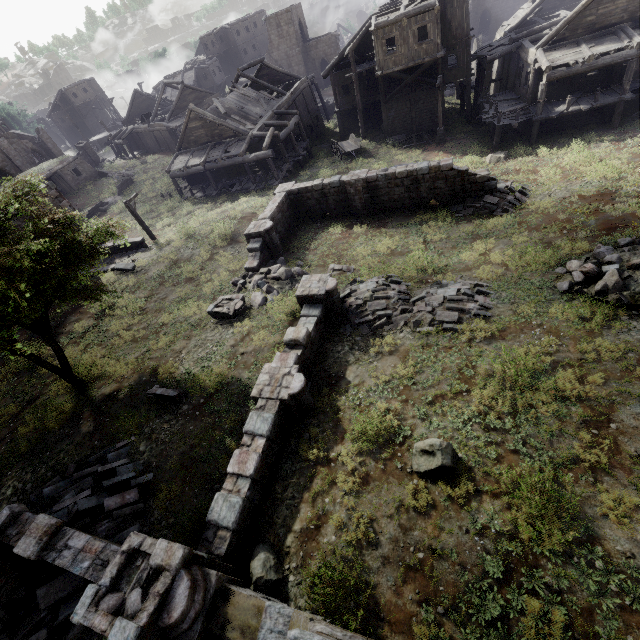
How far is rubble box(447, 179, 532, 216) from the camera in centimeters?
1725cm

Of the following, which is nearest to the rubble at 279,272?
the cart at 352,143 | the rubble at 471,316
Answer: the rubble at 471,316

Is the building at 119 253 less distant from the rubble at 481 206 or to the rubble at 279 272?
the rubble at 481 206

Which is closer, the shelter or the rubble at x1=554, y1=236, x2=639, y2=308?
the rubble at x1=554, y1=236, x2=639, y2=308

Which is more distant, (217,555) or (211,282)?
(211,282)

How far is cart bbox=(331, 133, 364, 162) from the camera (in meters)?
28.52

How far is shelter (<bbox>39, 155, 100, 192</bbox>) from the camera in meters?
34.3 m

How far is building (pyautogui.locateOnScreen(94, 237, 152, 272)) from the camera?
20.5 meters
